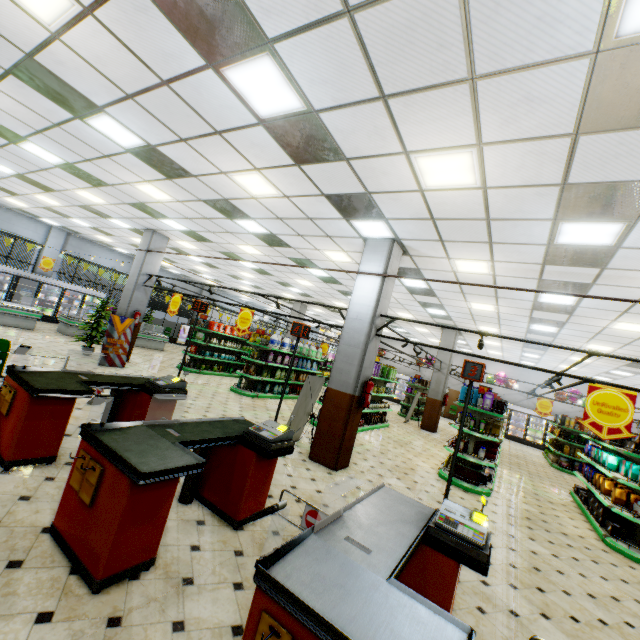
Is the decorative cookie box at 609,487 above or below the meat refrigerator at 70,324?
above

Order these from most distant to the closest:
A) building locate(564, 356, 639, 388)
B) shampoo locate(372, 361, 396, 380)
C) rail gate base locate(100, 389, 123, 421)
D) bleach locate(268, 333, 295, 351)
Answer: building locate(564, 356, 639, 388) → bleach locate(268, 333, 295, 351) → shampoo locate(372, 361, 396, 380) → rail gate base locate(100, 389, 123, 421)

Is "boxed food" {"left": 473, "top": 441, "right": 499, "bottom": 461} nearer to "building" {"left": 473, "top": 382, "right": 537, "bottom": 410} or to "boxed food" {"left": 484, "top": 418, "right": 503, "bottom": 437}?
"boxed food" {"left": 484, "top": 418, "right": 503, "bottom": 437}

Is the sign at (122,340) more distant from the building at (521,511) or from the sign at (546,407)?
the sign at (546,407)

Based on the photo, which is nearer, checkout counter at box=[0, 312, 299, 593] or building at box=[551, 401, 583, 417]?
checkout counter at box=[0, 312, 299, 593]

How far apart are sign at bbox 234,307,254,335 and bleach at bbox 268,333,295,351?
3.7 meters

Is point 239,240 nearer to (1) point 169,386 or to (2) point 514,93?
(1) point 169,386

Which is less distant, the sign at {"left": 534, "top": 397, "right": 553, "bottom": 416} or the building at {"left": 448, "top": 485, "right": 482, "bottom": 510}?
the building at {"left": 448, "top": 485, "right": 482, "bottom": 510}
